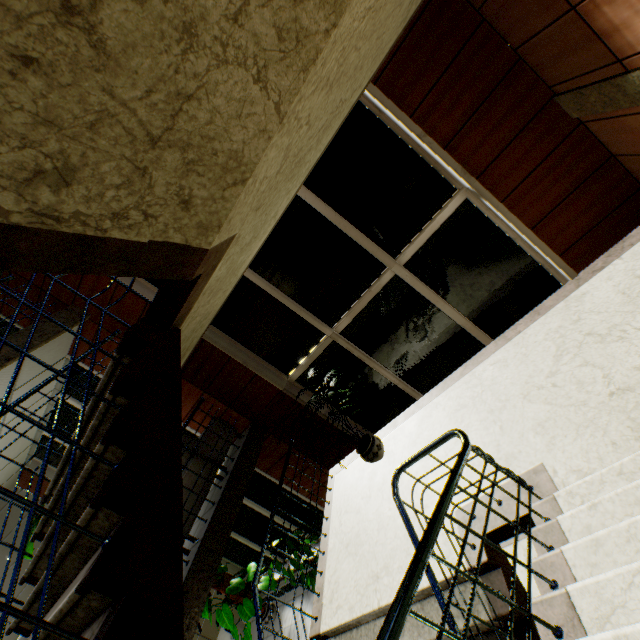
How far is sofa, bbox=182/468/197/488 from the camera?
4.6 meters

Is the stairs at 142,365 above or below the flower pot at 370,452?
above

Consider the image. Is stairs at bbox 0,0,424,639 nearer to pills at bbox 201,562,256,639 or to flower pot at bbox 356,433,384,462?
flower pot at bbox 356,433,384,462

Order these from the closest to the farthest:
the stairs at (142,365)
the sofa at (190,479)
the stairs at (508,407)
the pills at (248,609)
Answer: the stairs at (142,365) → the stairs at (508,407) → the sofa at (190,479) → the pills at (248,609)

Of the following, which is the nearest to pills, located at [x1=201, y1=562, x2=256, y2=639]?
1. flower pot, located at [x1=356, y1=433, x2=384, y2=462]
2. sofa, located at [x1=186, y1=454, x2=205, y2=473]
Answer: sofa, located at [x1=186, y1=454, x2=205, y2=473]

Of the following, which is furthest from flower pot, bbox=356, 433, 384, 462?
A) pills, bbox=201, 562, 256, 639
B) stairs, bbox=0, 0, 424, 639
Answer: pills, bbox=201, 562, 256, 639

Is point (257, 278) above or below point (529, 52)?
above

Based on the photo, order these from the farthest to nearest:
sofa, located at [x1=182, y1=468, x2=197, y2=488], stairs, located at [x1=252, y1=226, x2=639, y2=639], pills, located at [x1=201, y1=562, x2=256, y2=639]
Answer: pills, located at [x1=201, y1=562, x2=256, y2=639]
sofa, located at [x1=182, y1=468, x2=197, y2=488]
stairs, located at [x1=252, y1=226, x2=639, y2=639]
